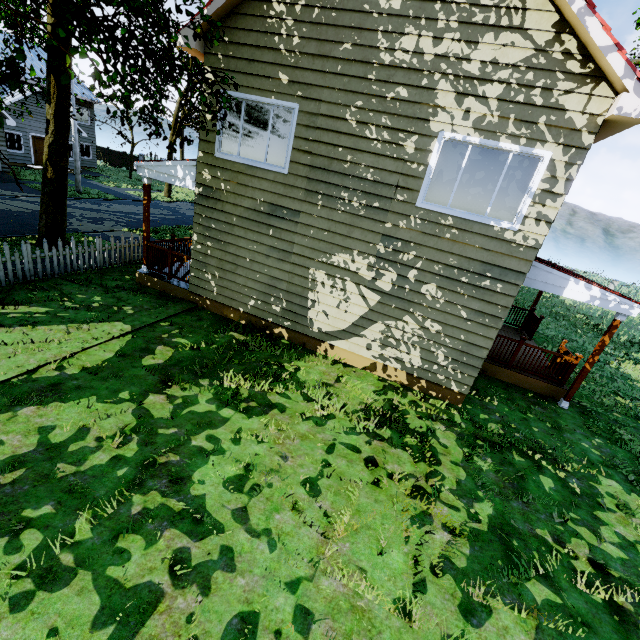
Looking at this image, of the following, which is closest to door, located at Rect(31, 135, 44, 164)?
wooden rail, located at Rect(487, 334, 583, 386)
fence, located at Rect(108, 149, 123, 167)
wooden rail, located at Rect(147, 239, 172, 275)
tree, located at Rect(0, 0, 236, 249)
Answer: tree, located at Rect(0, 0, 236, 249)

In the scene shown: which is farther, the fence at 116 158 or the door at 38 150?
the fence at 116 158

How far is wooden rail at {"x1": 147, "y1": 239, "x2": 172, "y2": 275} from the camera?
9.56m

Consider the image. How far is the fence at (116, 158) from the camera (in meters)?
38.22

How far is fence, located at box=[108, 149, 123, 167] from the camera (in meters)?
38.22

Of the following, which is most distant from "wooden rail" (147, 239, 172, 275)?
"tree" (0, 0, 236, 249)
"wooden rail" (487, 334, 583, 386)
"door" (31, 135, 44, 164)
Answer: "door" (31, 135, 44, 164)

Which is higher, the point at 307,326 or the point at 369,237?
the point at 369,237

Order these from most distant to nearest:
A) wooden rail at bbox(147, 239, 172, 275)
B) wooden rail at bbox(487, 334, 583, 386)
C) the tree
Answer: wooden rail at bbox(147, 239, 172, 275), wooden rail at bbox(487, 334, 583, 386), the tree
